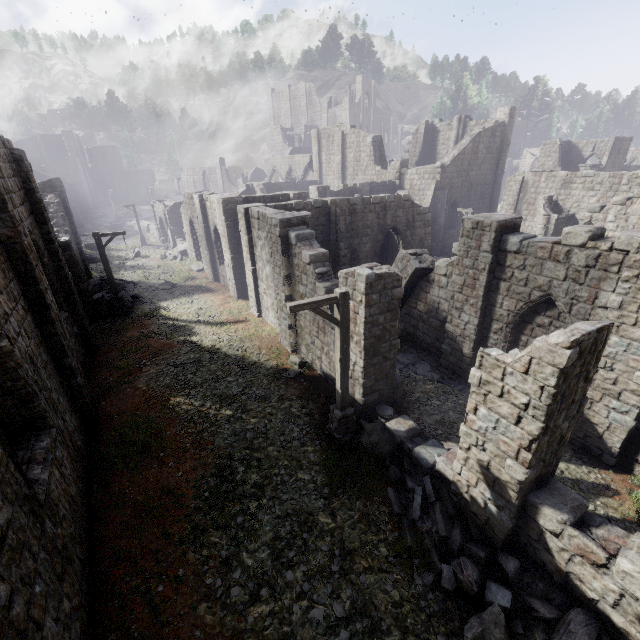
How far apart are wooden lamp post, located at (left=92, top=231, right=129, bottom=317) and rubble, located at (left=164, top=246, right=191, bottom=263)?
12.49m

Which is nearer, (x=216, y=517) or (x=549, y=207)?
(x=216, y=517)

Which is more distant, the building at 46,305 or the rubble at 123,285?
the rubble at 123,285

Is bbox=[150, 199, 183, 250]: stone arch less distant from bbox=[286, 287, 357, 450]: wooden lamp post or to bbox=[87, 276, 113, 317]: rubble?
bbox=[87, 276, 113, 317]: rubble

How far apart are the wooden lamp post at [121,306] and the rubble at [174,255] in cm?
1249

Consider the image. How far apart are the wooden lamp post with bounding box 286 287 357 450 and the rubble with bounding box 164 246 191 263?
26.0 meters

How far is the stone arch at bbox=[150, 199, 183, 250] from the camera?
35.62m
